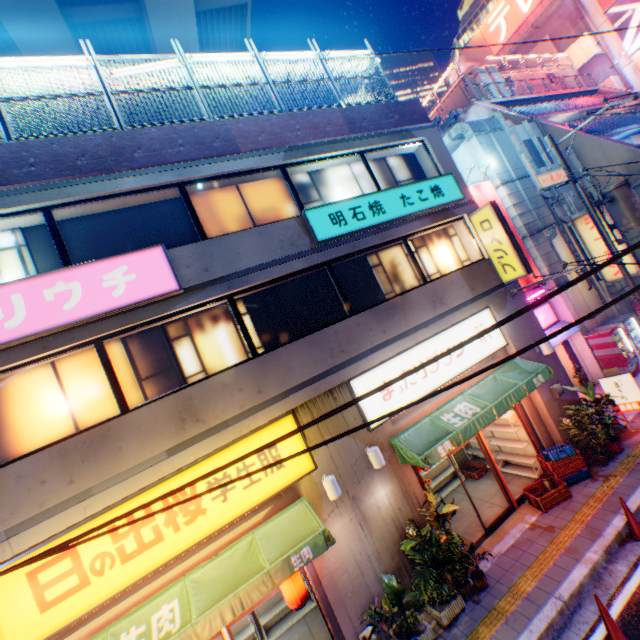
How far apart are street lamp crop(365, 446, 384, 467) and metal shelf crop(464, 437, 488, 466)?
4.9m

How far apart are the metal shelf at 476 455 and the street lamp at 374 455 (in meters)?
4.93

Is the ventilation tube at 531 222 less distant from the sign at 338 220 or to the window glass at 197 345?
the sign at 338 220

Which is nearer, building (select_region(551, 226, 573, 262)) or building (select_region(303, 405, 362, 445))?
building (select_region(303, 405, 362, 445))

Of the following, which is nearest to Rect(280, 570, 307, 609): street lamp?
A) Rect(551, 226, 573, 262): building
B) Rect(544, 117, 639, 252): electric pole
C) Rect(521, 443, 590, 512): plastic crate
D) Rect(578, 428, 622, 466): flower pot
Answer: Rect(521, 443, 590, 512): plastic crate

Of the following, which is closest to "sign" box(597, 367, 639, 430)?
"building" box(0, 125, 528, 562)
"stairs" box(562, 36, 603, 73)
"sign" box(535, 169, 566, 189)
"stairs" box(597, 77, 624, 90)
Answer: "building" box(0, 125, 528, 562)

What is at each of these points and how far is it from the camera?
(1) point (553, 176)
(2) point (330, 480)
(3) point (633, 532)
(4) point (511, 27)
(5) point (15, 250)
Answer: (1) sign, 15.7m
(2) street lamp, 6.9m
(3) road cone, 6.9m
(4) signboard, 34.9m
(5) window glass, 6.7m

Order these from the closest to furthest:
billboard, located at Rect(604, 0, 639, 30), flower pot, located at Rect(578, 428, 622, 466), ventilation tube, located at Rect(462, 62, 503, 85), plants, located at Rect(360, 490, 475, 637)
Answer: plants, located at Rect(360, 490, 475, 637), flower pot, located at Rect(578, 428, 622, 466), ventilation tube, located at Rect(462, 62, 503, 85), billboard, located at Rect(604, 0, 639, 30)
